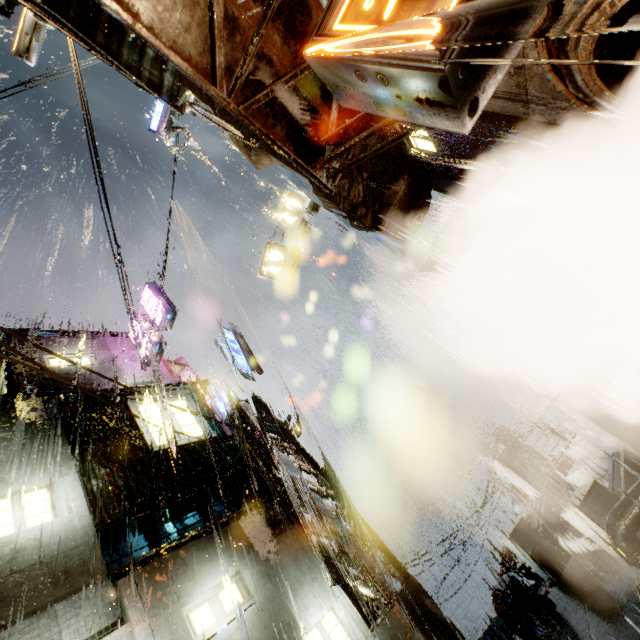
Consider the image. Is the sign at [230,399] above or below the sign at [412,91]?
above

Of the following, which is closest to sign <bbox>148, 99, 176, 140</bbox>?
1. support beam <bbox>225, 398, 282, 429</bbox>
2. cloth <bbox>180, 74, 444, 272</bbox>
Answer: cloth <bbox>180, 74, 444, 272</bbox>

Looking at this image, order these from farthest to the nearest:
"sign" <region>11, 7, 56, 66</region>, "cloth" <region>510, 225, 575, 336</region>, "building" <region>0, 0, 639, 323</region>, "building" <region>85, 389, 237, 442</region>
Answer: "building" <region>85, 389, 237, 442</region> < "sign" <region>11, 7, 56, 66</region> < "cloth" <region>510, 225, 575, 336</region> < "building" <region>0, 0, 639, 323</region>

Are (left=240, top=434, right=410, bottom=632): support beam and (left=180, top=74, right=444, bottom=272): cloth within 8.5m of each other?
yes

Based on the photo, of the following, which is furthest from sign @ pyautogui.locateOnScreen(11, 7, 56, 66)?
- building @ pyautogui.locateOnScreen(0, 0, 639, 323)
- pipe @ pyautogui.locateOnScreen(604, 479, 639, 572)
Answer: pipe @ pyautogui.locateOnScreen(604, 479, 639, 572)

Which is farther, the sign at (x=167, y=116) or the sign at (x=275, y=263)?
the sign at (x=167, y=116)

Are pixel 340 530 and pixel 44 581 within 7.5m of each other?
yes

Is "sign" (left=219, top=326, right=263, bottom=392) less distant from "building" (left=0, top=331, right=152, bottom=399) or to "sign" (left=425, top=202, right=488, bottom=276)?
"building" (left=0, top=331, right=152, bottom=399)
